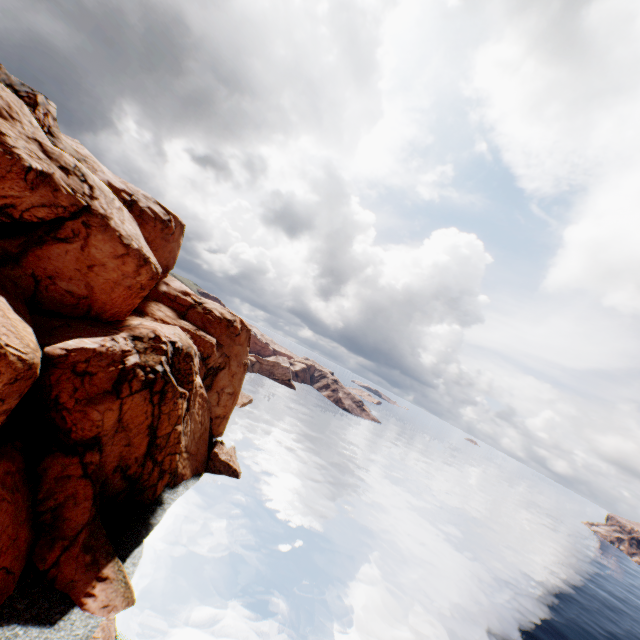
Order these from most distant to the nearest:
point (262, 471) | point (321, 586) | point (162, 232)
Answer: point (262, 471) < point (162, 232) < point (321, 586)
